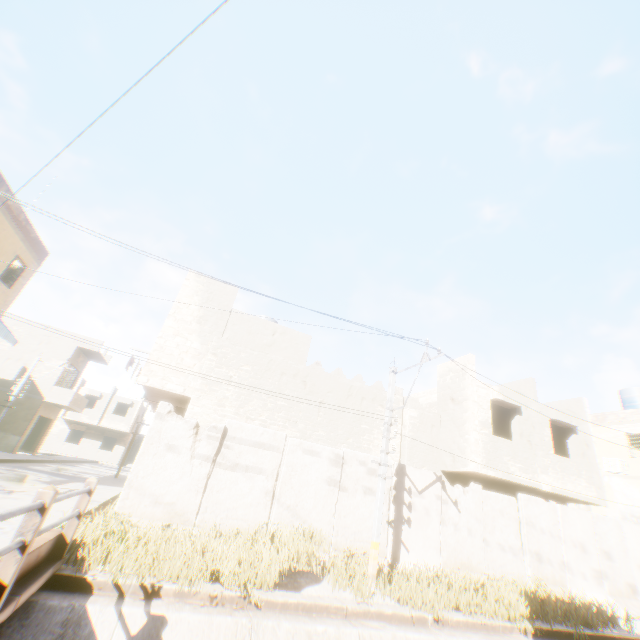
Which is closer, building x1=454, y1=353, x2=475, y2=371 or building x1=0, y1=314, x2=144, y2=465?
building x1=454, y1=353, x2=475, y2=371

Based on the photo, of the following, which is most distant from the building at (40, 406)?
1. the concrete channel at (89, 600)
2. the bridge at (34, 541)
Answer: the bridge at (34, 541)

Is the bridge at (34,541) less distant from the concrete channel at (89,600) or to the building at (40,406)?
the concrete channel at (89,600)

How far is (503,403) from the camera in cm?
1452

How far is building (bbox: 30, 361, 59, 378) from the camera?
25.7m

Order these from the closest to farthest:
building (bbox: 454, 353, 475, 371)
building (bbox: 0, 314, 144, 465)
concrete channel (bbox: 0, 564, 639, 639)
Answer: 1. concrete channel (bbox: 0, 564, 639, 639)
2. building (bbox: 454, 353, 475, 371)
3. building (bbox: 0, 314, 144, 465)
